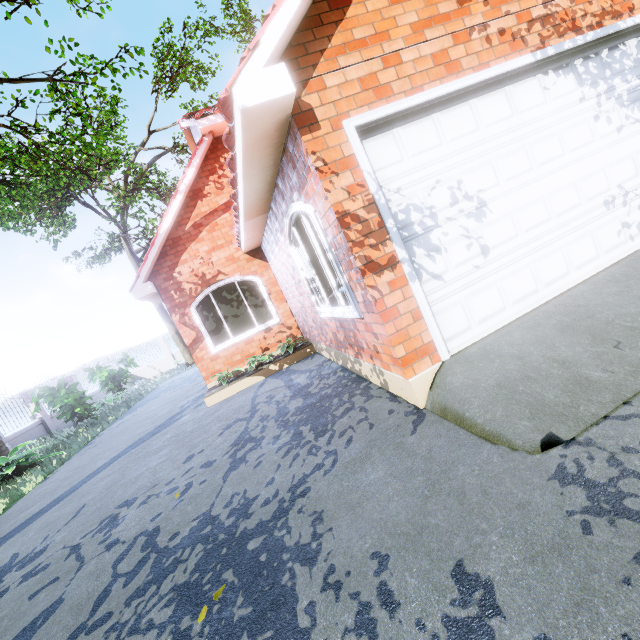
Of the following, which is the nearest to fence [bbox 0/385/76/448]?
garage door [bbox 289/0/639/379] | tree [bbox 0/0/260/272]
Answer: tree [bbox 0/0/260/272]

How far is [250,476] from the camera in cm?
354

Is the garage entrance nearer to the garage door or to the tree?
the garage door

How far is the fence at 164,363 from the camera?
22.9m

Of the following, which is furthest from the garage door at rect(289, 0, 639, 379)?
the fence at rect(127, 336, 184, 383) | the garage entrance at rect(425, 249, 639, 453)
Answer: the fence at rect(127, 336, 184, 383)

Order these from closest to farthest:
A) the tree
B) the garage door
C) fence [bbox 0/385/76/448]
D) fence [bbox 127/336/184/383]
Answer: the garage door < the tree < fence [bbox 0/385/76/448] < fence [bbox 127/336/184/383]

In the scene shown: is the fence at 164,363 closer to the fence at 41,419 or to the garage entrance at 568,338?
the fence at 41,419

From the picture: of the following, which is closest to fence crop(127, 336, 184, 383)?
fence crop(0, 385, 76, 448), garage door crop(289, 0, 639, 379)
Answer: fence crop(0, 385, 76, 448)
